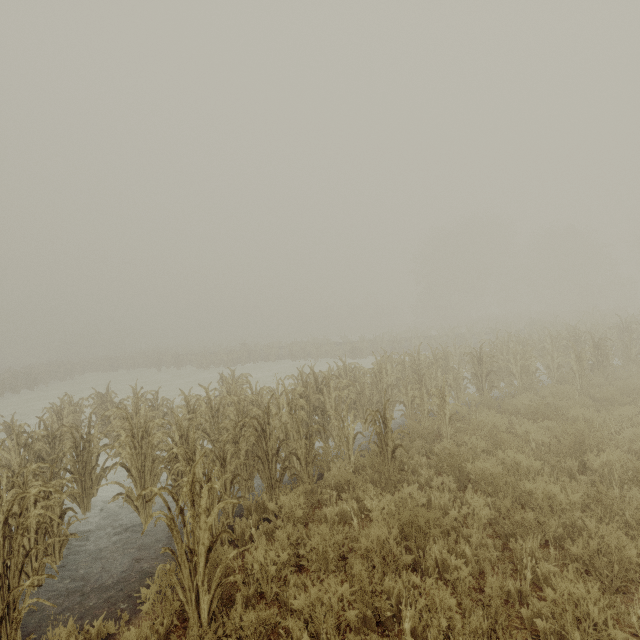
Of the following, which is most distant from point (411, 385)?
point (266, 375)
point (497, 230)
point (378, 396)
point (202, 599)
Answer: point (497, 230)
